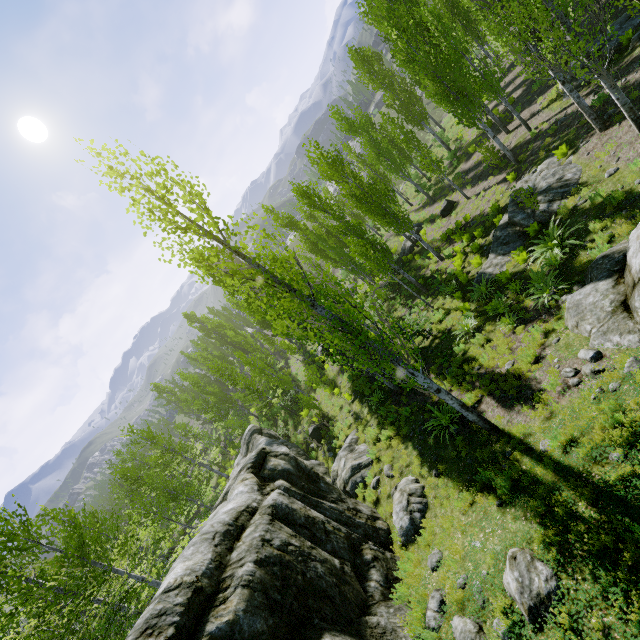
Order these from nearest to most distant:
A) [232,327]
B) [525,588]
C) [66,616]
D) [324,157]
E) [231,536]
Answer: [525,588] → [231,536] → [66,616] → [324,157] → [232,327]

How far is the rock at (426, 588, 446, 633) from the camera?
6.1m

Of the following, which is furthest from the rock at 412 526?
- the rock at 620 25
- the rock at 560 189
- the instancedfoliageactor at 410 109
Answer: the rock at 620 25

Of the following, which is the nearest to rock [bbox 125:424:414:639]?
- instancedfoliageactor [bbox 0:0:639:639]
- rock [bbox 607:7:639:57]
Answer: instancedfoliageactor [bbox 0:0:639:639]

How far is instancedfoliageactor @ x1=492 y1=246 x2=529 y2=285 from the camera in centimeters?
1251cm

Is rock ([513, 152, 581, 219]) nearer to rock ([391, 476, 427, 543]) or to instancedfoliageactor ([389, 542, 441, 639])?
instancedfoliageactor ([389, 542, 441, 639])

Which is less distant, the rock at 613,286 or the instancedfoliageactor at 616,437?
the instancedfoliageactor at 616,437
